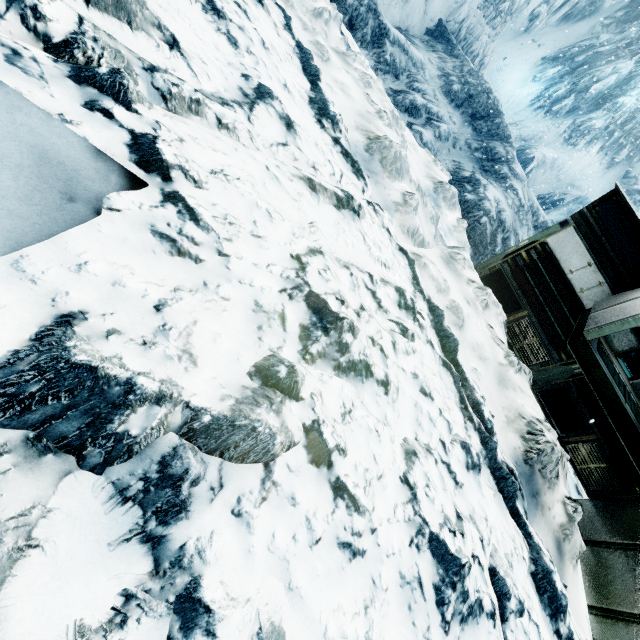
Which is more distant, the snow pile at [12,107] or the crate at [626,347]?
the crate at [626,347]

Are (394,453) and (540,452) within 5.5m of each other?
yes

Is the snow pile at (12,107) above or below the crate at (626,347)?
below

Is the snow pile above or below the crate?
below

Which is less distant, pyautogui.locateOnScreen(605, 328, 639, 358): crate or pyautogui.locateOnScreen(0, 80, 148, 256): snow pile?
pyautogui.locateOnScreen(0, 80, 148, 256): snow pile
